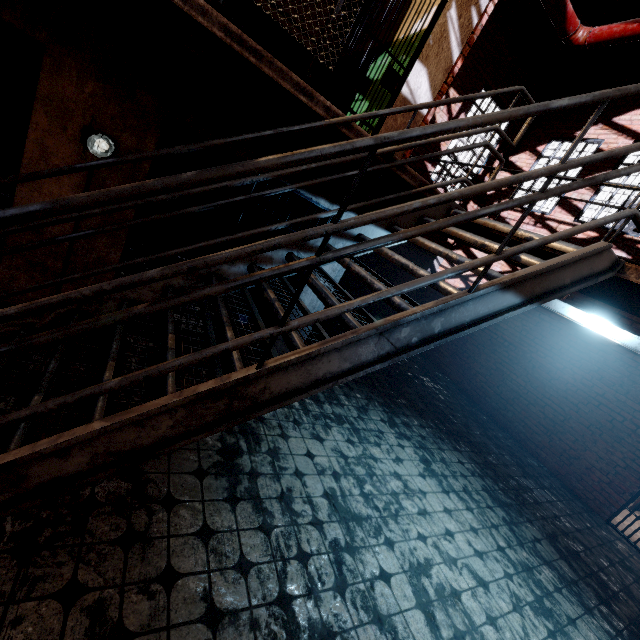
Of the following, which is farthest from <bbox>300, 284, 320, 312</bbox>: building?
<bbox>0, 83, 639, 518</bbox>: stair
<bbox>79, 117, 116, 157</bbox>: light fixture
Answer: <bbox>0, 83, 639, 518</bbox>: stair

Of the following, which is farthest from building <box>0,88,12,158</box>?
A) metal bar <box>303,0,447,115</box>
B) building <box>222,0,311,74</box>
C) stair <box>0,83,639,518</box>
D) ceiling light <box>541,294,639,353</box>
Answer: ceiling light <box>541,294,639,353</box>

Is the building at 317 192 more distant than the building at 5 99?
No

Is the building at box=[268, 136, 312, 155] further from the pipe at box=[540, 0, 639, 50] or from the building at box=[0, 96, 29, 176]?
the pipe at box=[540, 0, 639, 50]

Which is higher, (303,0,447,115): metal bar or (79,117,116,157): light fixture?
(303,0,447,115): metal bar

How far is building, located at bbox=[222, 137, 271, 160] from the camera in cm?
338

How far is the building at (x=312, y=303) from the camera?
4.6 meters

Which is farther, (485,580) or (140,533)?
(485,580)
